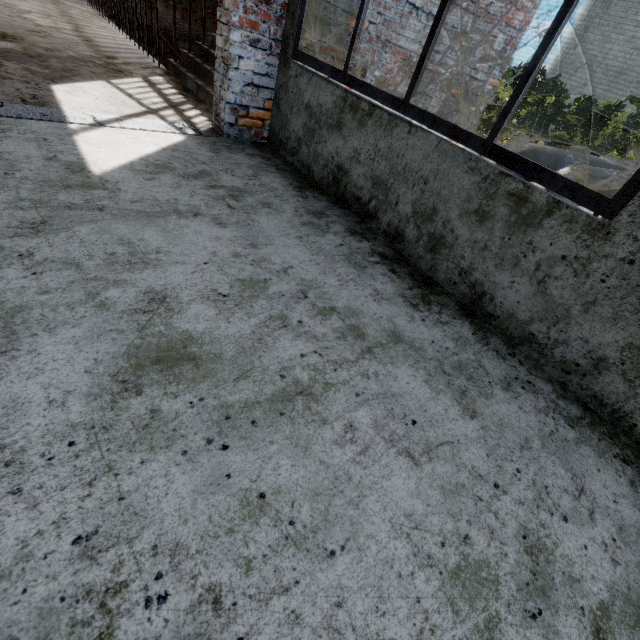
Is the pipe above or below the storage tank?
below

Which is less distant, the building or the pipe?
the building

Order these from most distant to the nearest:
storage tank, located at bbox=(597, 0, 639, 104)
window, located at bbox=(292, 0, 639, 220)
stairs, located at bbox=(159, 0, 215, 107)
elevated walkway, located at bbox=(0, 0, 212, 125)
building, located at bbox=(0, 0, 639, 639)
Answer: storage tank, located at bbox=(597, 0, 639, 104) < stairs, located at bbox=(159, 0, 215, 107) < elevated walkway, located at bbox=(0, 0, 212, 125) < window, located at bbox=(292, 0, 639, 220) < building, located at bbox=(0, 0, 639, 639)

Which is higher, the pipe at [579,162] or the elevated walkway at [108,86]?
the pipe at [579,162]

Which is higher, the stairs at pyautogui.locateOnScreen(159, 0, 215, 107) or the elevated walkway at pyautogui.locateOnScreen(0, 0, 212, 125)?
the stairs at pyautogui.locateOnScreen(159, 0, 215, 107)

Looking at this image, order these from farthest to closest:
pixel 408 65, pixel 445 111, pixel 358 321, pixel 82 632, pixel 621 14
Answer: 1. pixel 621 14
2. pixel 445 111
3. pixel 408 65
4. pixel 358 321
5. pixel 82 632

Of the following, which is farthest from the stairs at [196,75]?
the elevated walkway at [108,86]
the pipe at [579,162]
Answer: the pipe at [579,162]

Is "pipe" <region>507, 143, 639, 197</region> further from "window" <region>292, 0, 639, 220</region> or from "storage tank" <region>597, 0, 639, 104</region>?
"storage tank" <region>597, 0, 639, 104</region>
